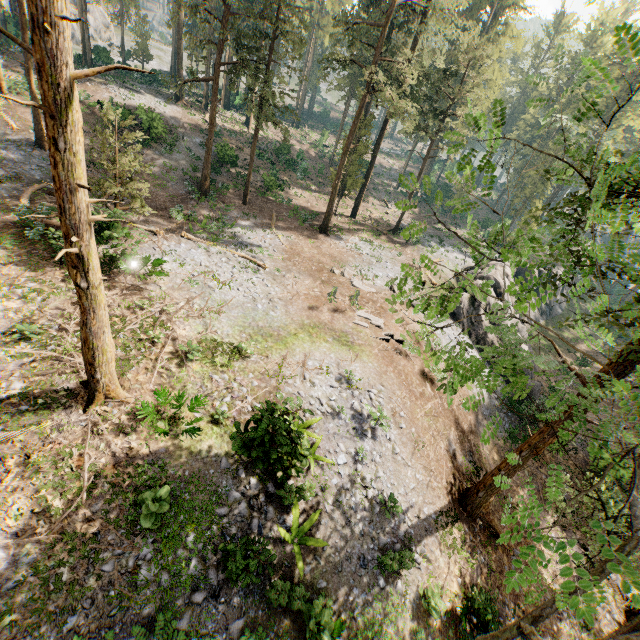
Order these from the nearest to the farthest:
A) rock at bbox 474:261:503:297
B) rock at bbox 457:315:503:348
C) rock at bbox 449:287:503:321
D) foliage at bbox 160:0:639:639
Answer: foliage at bbox 160:0:639:639, rock at bbox 457:315:503:348, rock at bbox 449:287:503:321, rock at bbox 474:261:503:297

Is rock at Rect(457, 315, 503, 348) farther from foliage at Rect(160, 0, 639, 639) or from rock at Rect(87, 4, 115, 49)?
rock at Rect(87, 4, 115, 49)

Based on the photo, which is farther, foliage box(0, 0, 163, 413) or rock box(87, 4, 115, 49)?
rock box(87, 4, 115, 49)

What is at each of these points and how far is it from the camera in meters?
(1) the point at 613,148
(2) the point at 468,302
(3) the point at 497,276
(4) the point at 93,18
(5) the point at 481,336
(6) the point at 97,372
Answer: (1) foliage, 42.1 m
(2) rock, 26.4 m
(3) rock, 29.4 m
(4) rock, 56.5 m
(5) rock, 25.8 m
(6) foliage, 10.0 m

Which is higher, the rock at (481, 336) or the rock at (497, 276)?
the rock at (497, 276)

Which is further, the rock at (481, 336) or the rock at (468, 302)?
the rock at (468, 302)

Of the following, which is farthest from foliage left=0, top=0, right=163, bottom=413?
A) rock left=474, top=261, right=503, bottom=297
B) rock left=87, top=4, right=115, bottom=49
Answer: rock left=87, top=4, right=115, bottom=49
